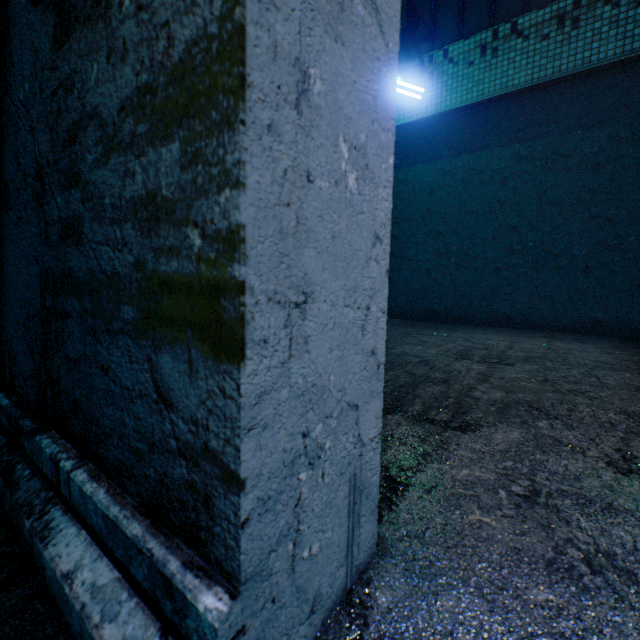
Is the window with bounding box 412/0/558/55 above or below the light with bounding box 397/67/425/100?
above

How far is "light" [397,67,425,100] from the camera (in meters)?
4.21

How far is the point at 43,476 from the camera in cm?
79

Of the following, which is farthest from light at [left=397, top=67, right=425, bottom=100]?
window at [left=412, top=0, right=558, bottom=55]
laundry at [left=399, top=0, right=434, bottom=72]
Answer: window at [left=412, top=0, right=558, bottom=55]

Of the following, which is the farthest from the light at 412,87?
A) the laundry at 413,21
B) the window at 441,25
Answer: the window at 441,25

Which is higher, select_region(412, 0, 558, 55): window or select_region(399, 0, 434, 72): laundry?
select_region(412, 0, 558, 55): window

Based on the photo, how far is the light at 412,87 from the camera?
4.2m

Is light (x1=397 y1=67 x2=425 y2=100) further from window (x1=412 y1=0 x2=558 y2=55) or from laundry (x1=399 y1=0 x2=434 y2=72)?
window (x1=412 y1=0 x2=558 y2=55)
